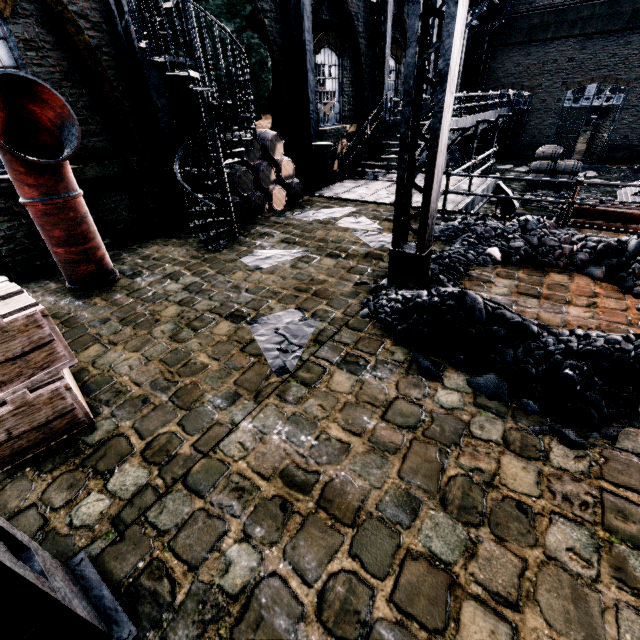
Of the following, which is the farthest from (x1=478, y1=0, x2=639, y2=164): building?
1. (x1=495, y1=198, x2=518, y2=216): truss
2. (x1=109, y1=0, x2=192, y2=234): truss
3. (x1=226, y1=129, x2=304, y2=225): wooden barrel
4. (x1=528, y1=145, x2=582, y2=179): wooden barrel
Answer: (x1=528, y1=145, x2=582, y2=179): wooden barrel

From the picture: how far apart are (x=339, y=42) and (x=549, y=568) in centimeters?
1741cm

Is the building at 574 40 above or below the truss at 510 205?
above

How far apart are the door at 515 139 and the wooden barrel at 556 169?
10.4 meters

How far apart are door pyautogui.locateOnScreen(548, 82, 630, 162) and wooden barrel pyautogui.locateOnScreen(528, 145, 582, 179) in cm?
990

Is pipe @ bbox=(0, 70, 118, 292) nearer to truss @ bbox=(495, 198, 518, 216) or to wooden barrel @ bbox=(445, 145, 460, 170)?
truss @ bbox=(495, 198, 518, 216)

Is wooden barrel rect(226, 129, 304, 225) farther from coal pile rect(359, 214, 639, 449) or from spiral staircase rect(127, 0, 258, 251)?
coal pile rect(359, 214, 639, 449)

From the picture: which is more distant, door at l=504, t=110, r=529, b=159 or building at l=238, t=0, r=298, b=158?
door at l=504, t=110, r=529, b=159
